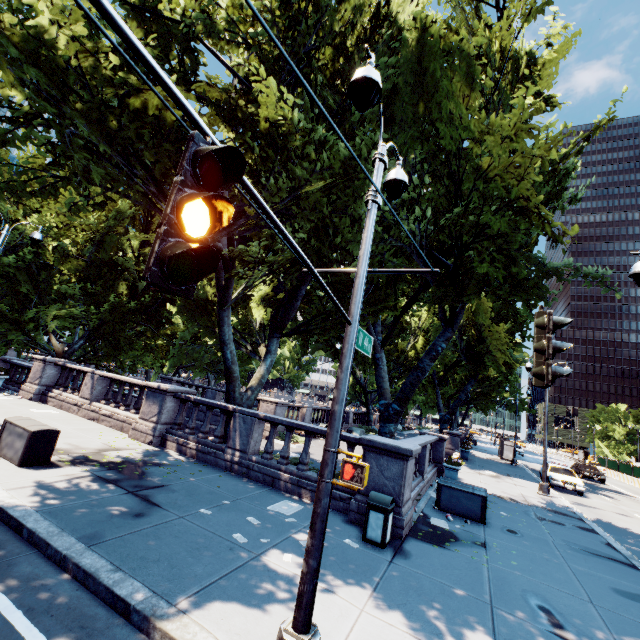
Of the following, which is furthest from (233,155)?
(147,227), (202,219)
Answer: (147,227)

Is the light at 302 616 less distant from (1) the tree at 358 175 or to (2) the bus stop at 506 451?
(1) the tree at 358 175

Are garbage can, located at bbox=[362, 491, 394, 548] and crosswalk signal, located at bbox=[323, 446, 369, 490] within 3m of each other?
no

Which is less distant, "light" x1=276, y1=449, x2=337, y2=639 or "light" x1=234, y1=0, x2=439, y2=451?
"light" x1=234, y1=0, x2=439, y2=451

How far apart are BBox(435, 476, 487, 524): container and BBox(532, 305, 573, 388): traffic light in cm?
880

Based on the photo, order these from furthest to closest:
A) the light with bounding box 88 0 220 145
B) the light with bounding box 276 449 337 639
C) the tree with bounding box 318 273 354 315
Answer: the tree with bounding box 318 273 354 315 < the light with bounding box 276 449 337 639 < the light with bounding box 88 0 220 145

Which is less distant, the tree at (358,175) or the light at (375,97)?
the light at (375,97)

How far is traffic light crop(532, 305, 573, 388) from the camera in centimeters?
351cm
